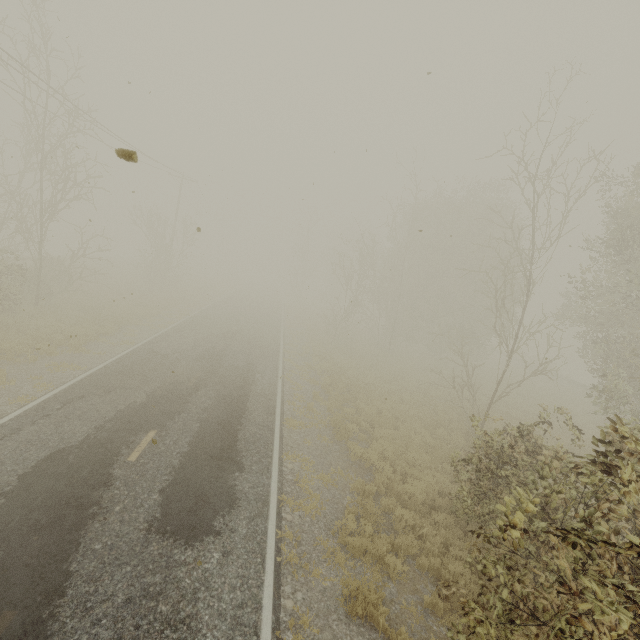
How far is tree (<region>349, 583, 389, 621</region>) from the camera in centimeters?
571cm

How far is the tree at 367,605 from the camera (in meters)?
5.71

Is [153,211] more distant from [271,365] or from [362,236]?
[271,365]

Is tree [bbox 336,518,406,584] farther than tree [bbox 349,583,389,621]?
Yes
